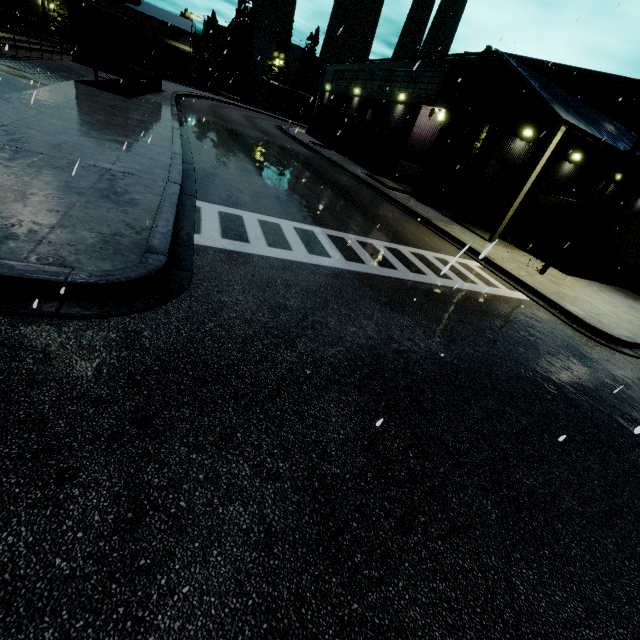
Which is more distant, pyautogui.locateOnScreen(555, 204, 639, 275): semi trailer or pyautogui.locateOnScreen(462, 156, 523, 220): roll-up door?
pyautogui.locateOnScreen(462, 156, 523, 220): roll-up door

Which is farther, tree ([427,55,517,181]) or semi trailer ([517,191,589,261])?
semi trailer ([517,191,589,261])

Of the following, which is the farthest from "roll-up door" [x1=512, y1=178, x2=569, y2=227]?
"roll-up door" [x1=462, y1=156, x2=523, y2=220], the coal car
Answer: the coal car

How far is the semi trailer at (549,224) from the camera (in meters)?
20.16

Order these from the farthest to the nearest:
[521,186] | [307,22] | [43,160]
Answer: [521,186], [307,22], [43,160]

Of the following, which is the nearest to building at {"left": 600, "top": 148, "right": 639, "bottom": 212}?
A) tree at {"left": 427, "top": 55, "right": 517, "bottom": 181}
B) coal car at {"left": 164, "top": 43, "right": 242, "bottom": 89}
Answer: tree at {"left": 427, "top": 55, "right": 517, "bottom": 181}

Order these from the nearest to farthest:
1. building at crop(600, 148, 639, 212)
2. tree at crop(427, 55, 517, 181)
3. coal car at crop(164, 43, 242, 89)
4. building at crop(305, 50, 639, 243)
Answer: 1. building at crop(305, 50, 639, 243)
2. tree at crop(427, 55, 517, 181)
3. building at crop(600, 148, 639, 212)
4. coal car at crop(164, 43, 242, 89)

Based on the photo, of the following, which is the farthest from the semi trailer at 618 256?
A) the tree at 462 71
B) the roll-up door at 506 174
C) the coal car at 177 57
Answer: the roll-up door at 506 174
